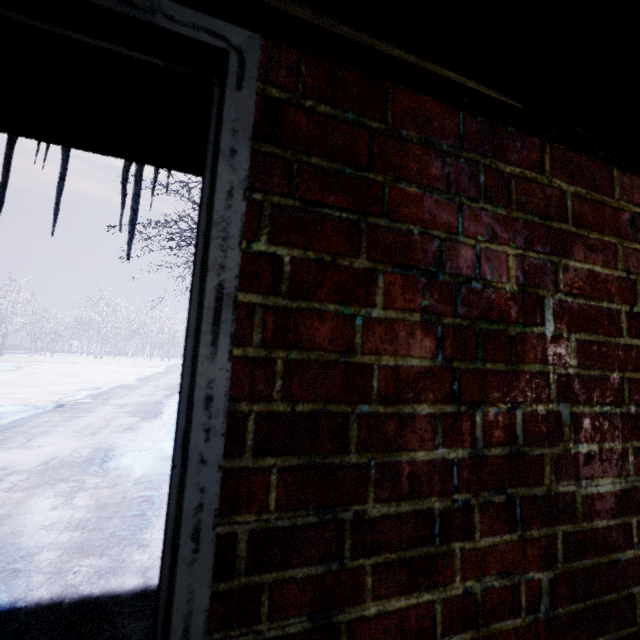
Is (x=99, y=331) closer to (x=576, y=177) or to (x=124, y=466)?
(x=124, y=466)
